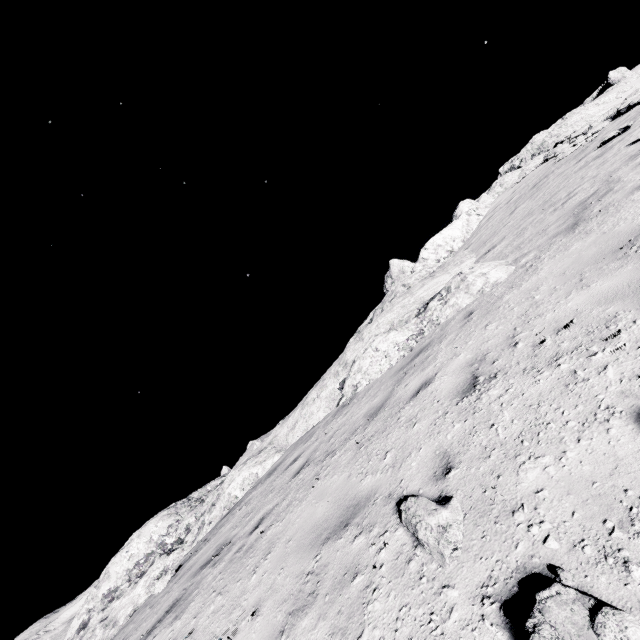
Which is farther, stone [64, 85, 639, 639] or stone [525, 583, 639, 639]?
stone [64, 85, 639, 639]

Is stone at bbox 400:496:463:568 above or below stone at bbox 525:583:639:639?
above

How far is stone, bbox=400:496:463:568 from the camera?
2.4m

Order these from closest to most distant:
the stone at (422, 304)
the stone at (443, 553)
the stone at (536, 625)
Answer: the stone at (536, 625) < the stone at (443, 553) < the stone at (422, 304)

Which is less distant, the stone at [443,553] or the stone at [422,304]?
the stone at [443,553]

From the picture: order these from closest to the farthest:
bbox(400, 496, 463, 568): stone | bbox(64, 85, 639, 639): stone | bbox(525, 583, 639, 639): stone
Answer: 1. bbox(525, 583, 639, 639): stone
2. bbox(400, 496, 463, 568): stone
3. bbox(64, 85, 639, 639): stone

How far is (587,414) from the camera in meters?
2.7 m
